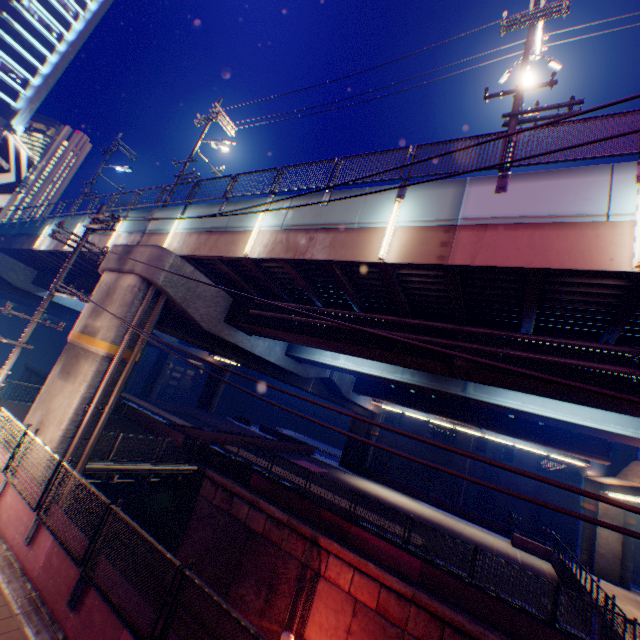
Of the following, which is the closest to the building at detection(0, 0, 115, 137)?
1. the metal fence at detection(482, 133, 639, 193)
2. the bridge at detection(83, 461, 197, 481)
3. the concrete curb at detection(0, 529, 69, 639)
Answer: the concrete curb at detection(0, 529, 69, 639)

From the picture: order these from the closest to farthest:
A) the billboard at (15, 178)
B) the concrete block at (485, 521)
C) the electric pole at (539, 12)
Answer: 1. the electric pole at (539, 12)
2. the billboard at (15, 178)
3. the concrete block at (485, 521)

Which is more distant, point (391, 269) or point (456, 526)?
point (456, 526)

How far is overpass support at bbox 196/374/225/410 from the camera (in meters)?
49.83

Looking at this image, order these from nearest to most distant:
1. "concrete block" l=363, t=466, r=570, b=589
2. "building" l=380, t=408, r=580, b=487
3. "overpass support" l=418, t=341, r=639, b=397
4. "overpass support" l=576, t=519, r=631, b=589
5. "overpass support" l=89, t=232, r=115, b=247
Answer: "overpass support" l=418, t=341, r=639, b=397 → "overpass support" l=89, t=232, r=115, b=247 → "concrete block" l=363, t=466, r=570, b=589 → "overpass support" l=576, t=519, r=631, b=589 → "building" l=380, t=408, r=580, b=487

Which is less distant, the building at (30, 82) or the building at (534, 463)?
the building at (30, 82)

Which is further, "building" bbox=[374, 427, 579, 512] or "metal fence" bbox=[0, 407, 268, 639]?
"building" bbox=[374, 427, 579, 512]

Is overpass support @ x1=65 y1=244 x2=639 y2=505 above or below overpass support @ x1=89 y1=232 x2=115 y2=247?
below
